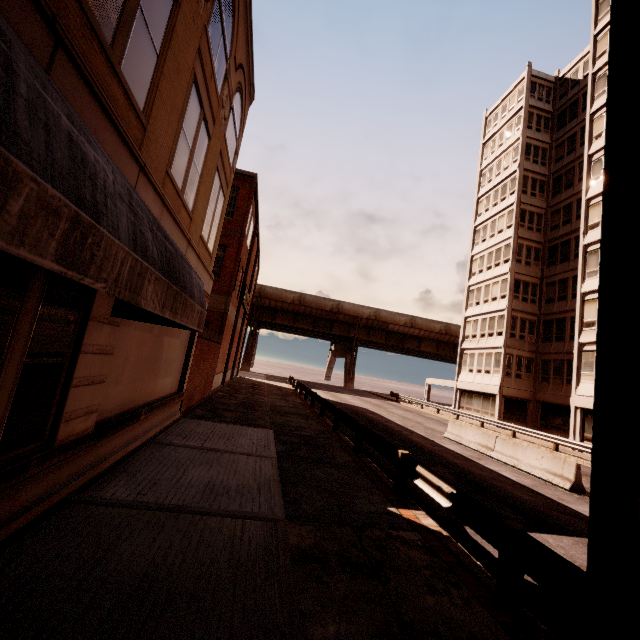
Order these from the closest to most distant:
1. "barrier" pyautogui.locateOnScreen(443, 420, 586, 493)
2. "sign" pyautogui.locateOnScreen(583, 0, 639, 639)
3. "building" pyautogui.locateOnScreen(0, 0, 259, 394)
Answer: "sign" pyautogui.locateOnScreen(583, 0, 639, 639), "building" pyautogui.locateOnScreen(0, 0, 259, 394), "barrier" pyautogui.locateOnScreen(443, 420, 586, 493)

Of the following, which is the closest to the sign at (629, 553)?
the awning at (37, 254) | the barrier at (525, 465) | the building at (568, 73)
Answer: the awning at (37, 254)

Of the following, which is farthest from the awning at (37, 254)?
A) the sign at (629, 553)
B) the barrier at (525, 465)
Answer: the barrier at (525, 465)

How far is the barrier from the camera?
11.42m

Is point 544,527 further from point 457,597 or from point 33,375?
point 33,375

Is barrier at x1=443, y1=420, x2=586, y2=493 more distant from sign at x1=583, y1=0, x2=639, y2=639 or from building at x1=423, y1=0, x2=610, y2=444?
sign at x1=583, y1=0, x2=639, y2=639

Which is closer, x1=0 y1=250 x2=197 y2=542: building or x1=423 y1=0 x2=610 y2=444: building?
x1=0 y1=250 x2=197 y2=542: building

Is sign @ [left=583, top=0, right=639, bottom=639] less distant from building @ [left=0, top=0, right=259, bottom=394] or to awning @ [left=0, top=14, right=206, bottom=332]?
awning @ [left=0, top=14, right=206, bottom=332]
